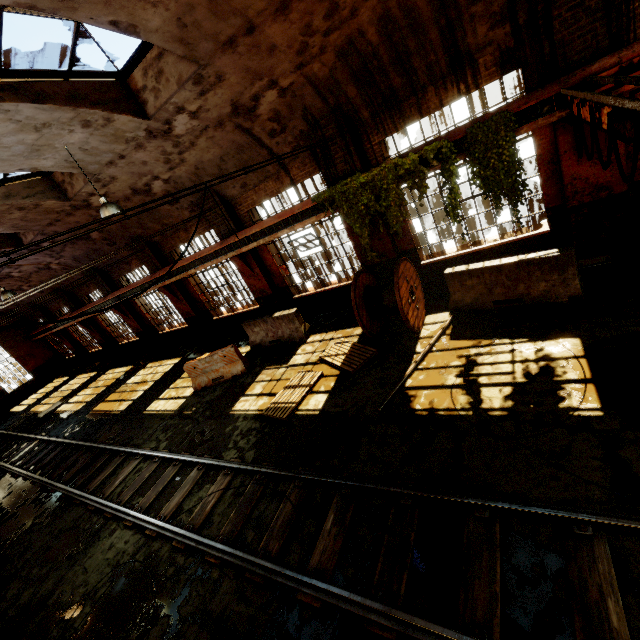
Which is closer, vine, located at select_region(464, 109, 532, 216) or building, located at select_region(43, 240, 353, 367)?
vine, located at select_region(464, 109, 532, 216)

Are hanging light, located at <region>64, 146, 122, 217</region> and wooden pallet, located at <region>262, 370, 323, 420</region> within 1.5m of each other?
no

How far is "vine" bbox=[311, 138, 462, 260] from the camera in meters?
7.3 m

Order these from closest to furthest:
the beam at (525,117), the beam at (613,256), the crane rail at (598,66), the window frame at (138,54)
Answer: the window frame at (138,54) → the crane rail at (598,66) → the beam at (525,117) → the beam at (613,256)

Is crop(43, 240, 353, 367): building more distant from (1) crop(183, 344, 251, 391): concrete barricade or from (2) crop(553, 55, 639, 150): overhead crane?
(1) crop(183, 344, 251, 391): concrete barricade

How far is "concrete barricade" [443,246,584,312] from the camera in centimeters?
658cm

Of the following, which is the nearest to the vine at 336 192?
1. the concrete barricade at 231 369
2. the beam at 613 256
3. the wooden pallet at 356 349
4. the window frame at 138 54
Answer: the beam at 613 256

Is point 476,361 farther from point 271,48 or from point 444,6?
point 271,48
